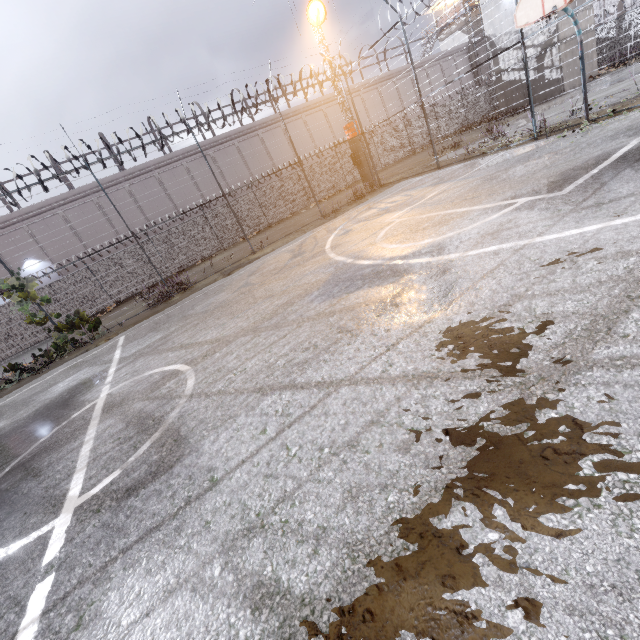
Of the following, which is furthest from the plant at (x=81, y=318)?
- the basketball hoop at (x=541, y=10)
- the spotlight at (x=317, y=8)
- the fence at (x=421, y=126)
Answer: the spotlight at (x=317, y=8)

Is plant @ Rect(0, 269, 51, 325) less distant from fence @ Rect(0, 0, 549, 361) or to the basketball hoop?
fence @ Rect(0, 0, 549, 361)

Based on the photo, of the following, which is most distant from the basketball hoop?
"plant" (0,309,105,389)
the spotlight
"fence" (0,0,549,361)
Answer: "plant" (0,309,105,389)

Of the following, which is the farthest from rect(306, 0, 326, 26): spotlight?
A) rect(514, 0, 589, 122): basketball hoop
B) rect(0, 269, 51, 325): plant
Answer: rect(0, 269, 51, 325): plant

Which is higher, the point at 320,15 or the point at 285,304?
the point at 320,15

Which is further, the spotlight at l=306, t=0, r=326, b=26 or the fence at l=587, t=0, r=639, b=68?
the spotlight at l=306, t=0, r=326, b=26

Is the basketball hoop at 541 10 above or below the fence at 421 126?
above

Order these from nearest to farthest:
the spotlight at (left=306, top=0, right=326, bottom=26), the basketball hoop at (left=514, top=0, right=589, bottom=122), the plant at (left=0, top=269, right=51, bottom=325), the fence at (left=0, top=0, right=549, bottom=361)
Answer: the basketball hoop at (left=514, top=0, right=589, bottom=122)
the plant at (left=0, top=269, right=51, bottom=325)
the fence at (left=0, top=0, right=549, bottom=361)
the spotlight at (left=306, top=0, right=326, bottom=26)
